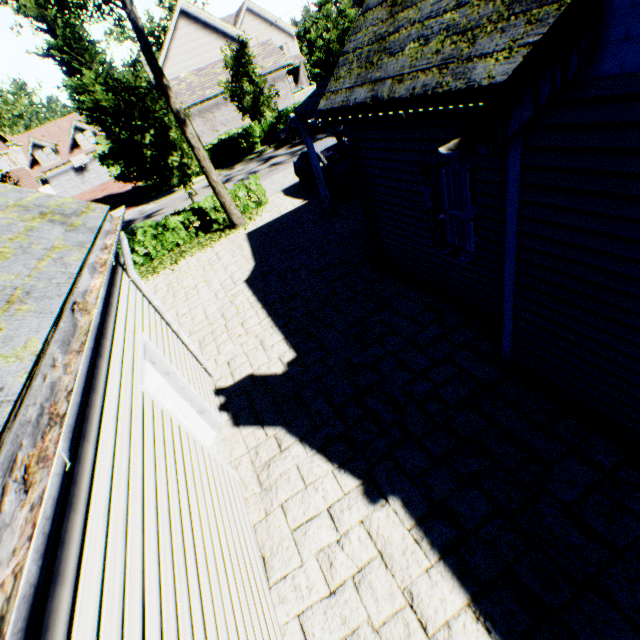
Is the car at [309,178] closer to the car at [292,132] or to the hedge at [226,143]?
the car at [292,132]

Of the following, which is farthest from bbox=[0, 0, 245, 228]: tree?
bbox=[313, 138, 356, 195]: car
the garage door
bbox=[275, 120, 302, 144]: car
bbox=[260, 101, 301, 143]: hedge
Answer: the garage door

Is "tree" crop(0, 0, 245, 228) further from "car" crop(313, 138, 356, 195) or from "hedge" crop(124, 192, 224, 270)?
"car" crop(313, 138, 356, 195)

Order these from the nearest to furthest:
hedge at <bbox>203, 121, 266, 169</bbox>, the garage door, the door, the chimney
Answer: the chimney < the door < hedge at <bbox>203, 121, 266, 169</bbox> < the garage door

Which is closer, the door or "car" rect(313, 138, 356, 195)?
the door

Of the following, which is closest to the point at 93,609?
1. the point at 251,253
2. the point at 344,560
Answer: the point at 344,560

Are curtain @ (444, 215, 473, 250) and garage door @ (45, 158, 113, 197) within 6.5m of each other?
no

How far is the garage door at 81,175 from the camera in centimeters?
3994cm
